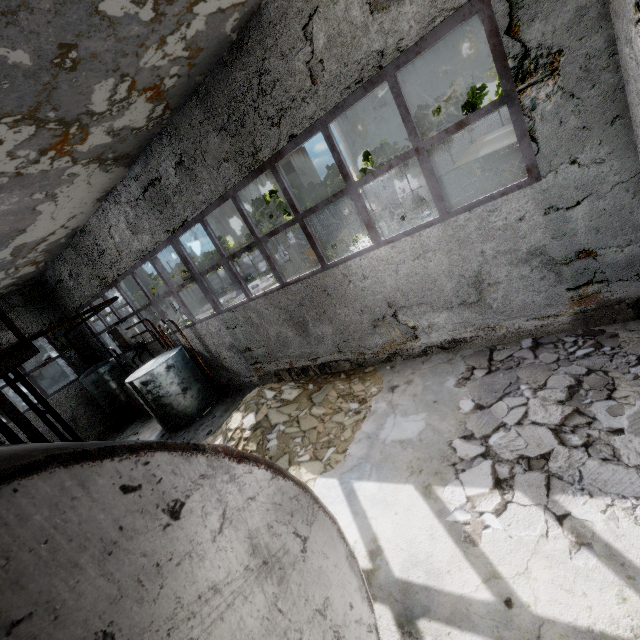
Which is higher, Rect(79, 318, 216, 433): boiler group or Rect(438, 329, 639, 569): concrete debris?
Rect(79, 318, 216, 433): boiler group

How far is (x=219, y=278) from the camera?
56.3 meters

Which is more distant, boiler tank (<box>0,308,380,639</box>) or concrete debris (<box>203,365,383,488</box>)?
concrete debris (<box>203,365,383,488</box>)

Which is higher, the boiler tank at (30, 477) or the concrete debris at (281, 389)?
the boiler tank at (30, 477)

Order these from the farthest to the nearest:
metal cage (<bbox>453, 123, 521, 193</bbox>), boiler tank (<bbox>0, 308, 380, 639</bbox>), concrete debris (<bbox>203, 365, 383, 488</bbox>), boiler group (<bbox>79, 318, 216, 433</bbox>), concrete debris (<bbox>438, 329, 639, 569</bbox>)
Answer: boiler group (<bbox>79, 318, 216, 433</bbox>) < metal cage (<bbox>453, 123, 521, 193</bbox>) < concrete debris (<bbox>203, 365, 383, 488</bbox>) < concrete debris (<bbox>438, 329, 639, 569</bbox>) < boiler tank (<bbox>0, 308, 380, 639</bbox>)

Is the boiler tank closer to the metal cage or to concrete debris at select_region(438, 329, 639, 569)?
concrete debris at select_region(438, 329, 639, 569)

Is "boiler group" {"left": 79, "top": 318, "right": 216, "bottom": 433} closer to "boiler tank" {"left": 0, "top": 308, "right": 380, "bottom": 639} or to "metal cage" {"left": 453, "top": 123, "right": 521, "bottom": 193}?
"boiler tank" {"left": 0, "top": 308, "right": 380, "bottom": 639}

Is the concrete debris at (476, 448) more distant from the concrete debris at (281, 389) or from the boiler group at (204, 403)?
the boiler group at (204, 403)
